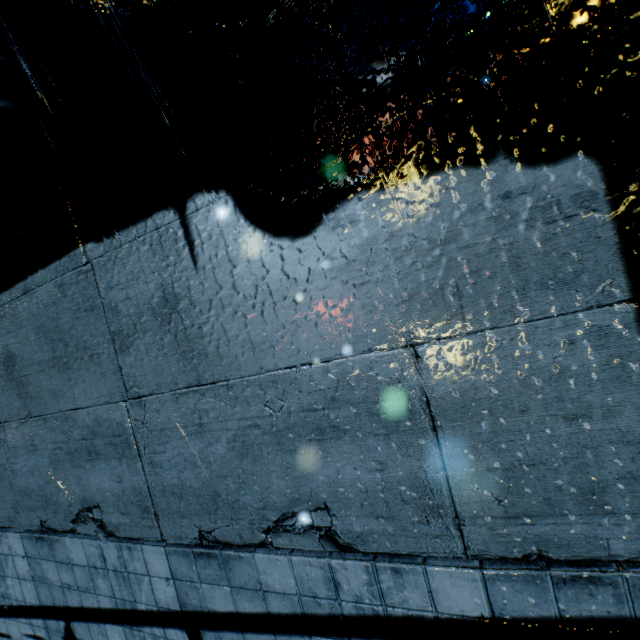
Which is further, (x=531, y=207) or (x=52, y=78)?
(x=52, y=78)
